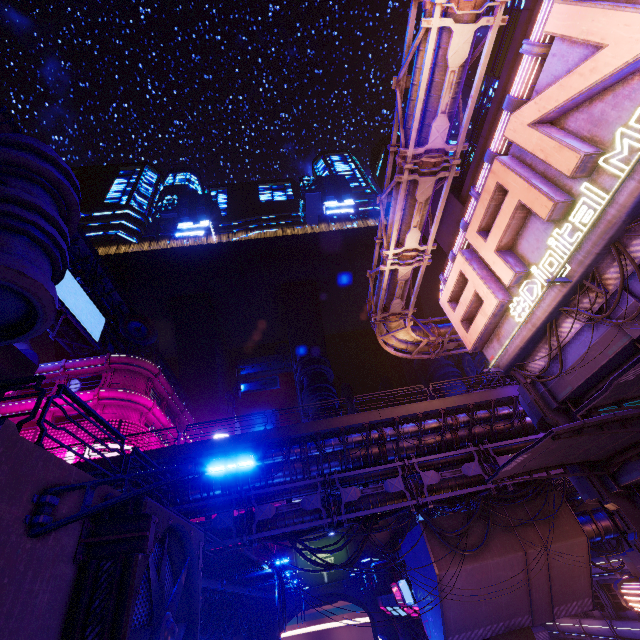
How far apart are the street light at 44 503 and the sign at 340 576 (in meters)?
49.55

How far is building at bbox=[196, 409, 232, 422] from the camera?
57.72m

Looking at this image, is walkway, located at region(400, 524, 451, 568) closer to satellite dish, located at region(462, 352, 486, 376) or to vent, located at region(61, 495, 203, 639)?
vent, located at region(61, 495, 203, 639)

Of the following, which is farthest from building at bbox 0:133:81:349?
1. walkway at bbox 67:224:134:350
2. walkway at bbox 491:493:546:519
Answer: walkway at bbox 491:493:546:519

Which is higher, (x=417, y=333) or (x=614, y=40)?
(x=417, y=333)

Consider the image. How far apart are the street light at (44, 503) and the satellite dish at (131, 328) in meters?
38.8 m

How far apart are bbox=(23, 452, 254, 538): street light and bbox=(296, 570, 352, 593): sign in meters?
49.5
